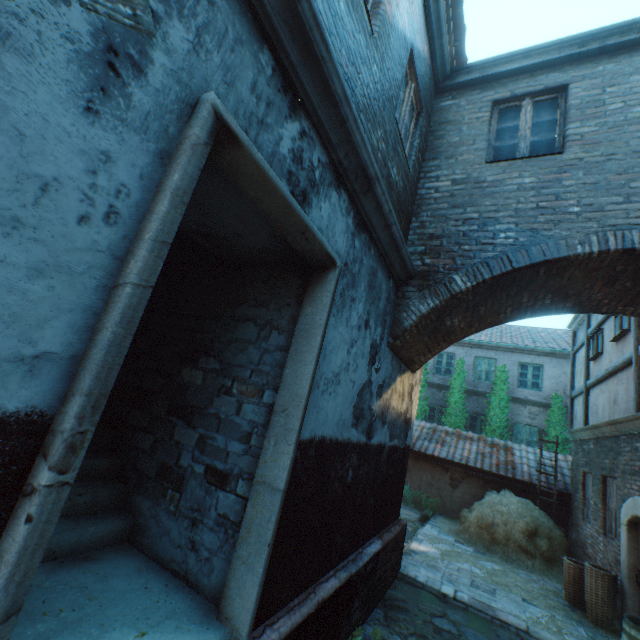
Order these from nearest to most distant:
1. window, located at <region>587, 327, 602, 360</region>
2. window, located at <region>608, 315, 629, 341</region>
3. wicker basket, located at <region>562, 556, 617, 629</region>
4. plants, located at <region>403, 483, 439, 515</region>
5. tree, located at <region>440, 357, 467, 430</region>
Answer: wicker basket, located at <region>562, 556, 617, 629</region>, window, located at <region>608, 315, 629, 341</region>, window, located at <region>587, 327, 602, 360</region>, plants, located at <region>403, 483, 439, 515</region>, tree, located at <region>440, 357, 467, 430</region>

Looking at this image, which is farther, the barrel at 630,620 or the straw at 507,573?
the straw at 507,573

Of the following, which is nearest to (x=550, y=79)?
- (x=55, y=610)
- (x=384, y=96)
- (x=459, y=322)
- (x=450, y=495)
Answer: (x=384, y=96)

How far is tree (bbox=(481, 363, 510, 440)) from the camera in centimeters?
1471cm

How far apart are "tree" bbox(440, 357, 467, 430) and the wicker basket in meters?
8.7

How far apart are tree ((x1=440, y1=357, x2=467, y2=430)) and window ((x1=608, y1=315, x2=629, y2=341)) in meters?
8.3

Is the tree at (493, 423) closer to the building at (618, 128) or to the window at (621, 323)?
the building at (618, 128)

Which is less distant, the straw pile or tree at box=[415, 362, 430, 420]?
the straw pile
